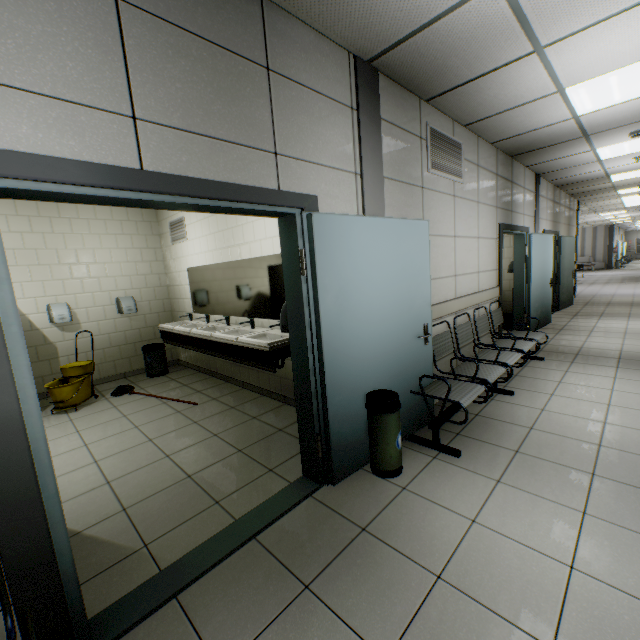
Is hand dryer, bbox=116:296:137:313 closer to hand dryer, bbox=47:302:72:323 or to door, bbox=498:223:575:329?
hand dryer, bbox=47:302:72:323

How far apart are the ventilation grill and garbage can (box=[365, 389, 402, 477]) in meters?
2.4 m

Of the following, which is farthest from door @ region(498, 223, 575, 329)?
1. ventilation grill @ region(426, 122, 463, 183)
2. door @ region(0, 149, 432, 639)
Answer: door @ region(0, 149, 432, 639)

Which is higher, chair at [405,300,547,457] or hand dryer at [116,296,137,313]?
hand dryer at [116,296,137,313]

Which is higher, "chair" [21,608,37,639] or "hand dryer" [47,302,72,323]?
"hand dryer" [47,302,72,323]

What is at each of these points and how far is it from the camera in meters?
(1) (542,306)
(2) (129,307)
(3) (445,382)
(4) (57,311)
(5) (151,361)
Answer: (1) door, 7.0 m
(2) hand dryer, 5.7 m
(3) chair, 2.7 m
(4) hand dryer, 5.0 m
(5) garbage can, 5.8 m

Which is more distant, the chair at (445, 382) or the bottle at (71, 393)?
the bottle at (71, 393)

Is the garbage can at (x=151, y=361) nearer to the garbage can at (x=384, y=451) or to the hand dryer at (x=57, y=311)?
the hand dryer at (x=57, y=311)
